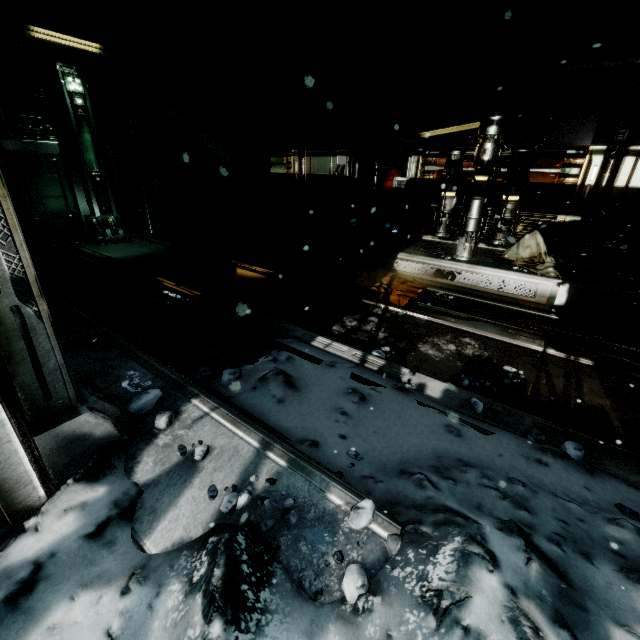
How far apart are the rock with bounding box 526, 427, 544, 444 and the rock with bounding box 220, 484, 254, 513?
2.22m

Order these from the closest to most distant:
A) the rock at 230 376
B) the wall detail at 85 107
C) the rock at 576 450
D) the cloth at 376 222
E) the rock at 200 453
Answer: the rock at 200 453
the rock at 576 450
the rock at 230 376
the wall detail at 85 107
the cloth at 376 222

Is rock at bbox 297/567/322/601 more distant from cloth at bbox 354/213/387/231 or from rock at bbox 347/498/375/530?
cloth at bbox 354/213/387/231

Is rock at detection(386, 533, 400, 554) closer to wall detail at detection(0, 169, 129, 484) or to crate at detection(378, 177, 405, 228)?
wall detail at detection(0, 169, 129, 484)

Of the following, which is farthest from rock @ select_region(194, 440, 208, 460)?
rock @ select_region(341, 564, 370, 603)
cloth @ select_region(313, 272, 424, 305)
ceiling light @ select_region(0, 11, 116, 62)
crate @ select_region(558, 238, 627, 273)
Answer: ceiling light @ select_region(0, 11, 116, 62)

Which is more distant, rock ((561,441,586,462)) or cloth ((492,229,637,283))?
cloth ((492,229,637,283))

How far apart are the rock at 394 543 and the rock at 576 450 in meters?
1.7

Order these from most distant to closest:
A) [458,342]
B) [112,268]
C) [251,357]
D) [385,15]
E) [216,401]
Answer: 1. [112,268]
2. [385,15]
3. [458,342]
4. [251,357]
5. [216,401]
